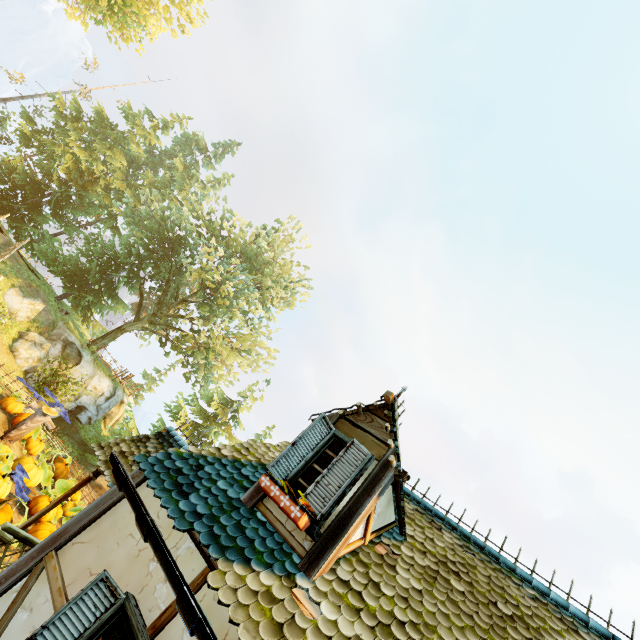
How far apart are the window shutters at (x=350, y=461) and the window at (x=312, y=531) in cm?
5

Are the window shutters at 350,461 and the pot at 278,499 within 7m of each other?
yes

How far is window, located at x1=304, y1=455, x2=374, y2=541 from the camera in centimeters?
391cm

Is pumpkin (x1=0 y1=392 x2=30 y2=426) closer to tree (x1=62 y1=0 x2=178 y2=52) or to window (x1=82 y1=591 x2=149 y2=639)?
tree (x1=62 y1=0 x2=178 y2=52)

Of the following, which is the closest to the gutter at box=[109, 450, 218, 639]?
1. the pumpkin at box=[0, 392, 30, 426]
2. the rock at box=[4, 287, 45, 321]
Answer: the pumpkin at box=[0, 392, 30, 426]

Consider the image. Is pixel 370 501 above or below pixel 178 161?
below

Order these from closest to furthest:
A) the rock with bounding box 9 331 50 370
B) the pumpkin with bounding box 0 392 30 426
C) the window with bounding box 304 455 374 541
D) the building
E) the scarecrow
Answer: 1. the building
2. the window with bounding box 304 455 374 541
3. the scarecrow
4. the pumpkin with bounding box 0 392 30 426
5. the rock with bounding box 9 331 50 370

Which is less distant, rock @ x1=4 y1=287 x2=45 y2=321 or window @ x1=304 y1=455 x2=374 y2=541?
window @ x1=304 y1=455 x2=374 y2=541
